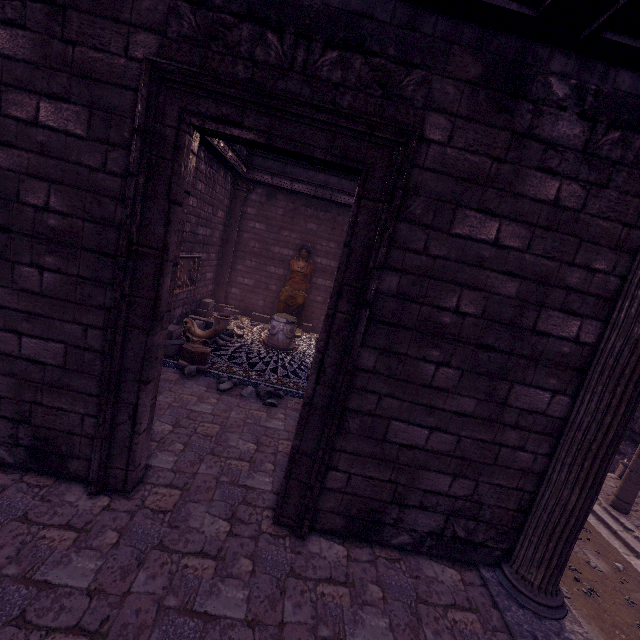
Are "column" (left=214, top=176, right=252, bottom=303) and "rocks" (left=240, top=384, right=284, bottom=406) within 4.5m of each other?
no

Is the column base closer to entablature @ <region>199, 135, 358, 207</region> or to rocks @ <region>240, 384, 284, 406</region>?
rocks @ <region>240, 384, 284, 406</region>

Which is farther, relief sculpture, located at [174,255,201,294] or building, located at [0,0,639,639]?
relief sculpture, located at [174,255,201,294]

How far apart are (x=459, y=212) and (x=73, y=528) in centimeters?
452cm

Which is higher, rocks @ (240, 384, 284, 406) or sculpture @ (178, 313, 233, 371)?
sculpture @ (178, 313, 233, 371)

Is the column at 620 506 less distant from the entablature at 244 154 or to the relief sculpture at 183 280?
the entablature at 244 154

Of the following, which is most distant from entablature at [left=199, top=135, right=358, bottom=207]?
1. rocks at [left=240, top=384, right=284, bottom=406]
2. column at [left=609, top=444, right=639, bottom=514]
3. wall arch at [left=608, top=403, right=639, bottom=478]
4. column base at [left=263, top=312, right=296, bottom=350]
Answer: wall arch at [left=608, top=403, right=639, bottom=478]

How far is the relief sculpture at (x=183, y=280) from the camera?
8.6 meters
